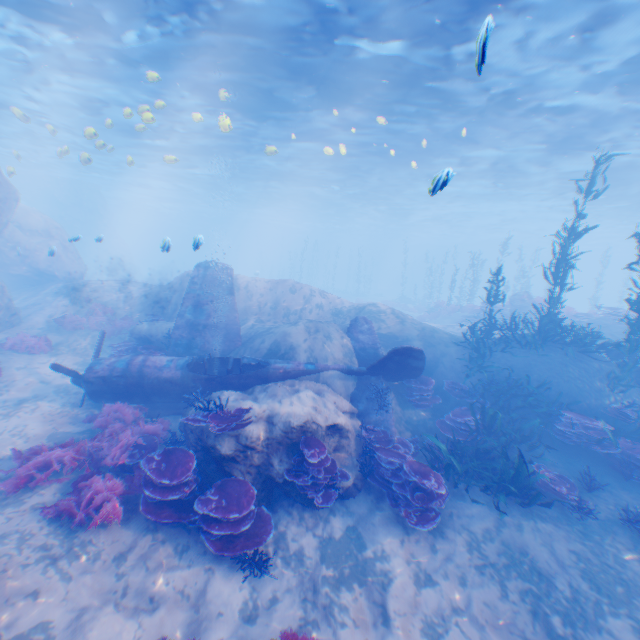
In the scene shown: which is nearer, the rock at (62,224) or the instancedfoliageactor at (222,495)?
the instancedfoliageactor at (222,495)

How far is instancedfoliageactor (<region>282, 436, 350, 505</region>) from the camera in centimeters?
706cm

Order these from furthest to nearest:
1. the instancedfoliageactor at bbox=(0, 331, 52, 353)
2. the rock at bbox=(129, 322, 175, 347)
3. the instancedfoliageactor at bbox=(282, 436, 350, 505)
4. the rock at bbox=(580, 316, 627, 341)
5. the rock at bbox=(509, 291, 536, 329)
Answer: the rock at bbox=(509, 291, 536, 329) < the rock at bbox=(580, 316, 627, 341) < the rock at bbox=(129, 322, 175, 347) < the instancedfoliageactor at bbox=(0, 331, 52, 353) < the instancedfoliageactor at bbox=(282, 436, 350, 505)

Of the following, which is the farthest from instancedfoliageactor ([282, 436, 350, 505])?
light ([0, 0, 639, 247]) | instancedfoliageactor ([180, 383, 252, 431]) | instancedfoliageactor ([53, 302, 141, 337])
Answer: instancedfoliageactor ([53, 302, 141, 337])

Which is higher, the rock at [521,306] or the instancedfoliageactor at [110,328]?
the rock at [521,306]

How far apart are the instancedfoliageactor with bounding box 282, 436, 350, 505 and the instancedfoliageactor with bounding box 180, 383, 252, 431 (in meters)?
1.25

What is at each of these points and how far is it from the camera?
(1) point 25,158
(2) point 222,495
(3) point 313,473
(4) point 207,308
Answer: (1) light, 34.9 meters
(2) instancedfoliageactor, 6.5 meters
(3) instancedfoliageactor, 7.1 meters
(4) plane, 13.3 meters

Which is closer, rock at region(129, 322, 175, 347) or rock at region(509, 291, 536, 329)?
rock at region(129, 322, 175, 347)
